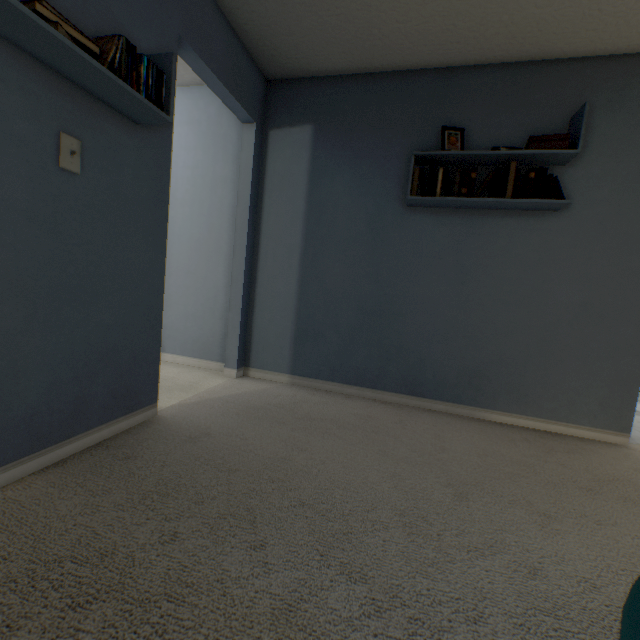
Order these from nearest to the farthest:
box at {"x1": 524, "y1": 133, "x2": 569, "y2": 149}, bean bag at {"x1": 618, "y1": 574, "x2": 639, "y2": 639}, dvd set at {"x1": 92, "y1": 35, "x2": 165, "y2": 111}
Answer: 1. bean bag at {"x1": 618, "y1": 574, "x2": 639, "y2": 639}
2. dvd set at {"x1": 92, "y1": 35, "x2": 165, "y2": 111}
3. box at {"x1": 524, "y1": 133, "x2": 569, "y2": 149}

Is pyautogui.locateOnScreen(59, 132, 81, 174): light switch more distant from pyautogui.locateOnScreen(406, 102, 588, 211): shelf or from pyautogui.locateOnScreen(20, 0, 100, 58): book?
pyautogui.locateOnScreen(406, 102, 588, 211): shelf

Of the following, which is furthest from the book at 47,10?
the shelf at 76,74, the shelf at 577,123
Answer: the shelf at 577,123

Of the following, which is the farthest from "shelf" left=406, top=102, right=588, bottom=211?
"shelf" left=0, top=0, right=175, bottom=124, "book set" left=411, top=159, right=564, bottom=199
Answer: "shelf" left=0, top=0, right=175, bottom=124

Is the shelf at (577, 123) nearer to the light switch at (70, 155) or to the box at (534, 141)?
the box at (534, 141)

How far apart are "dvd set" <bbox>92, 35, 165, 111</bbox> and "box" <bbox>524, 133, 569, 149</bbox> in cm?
215

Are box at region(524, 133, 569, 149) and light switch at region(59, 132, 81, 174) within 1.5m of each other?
no

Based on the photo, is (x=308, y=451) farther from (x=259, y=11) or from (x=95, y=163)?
(x=259, y=11)
